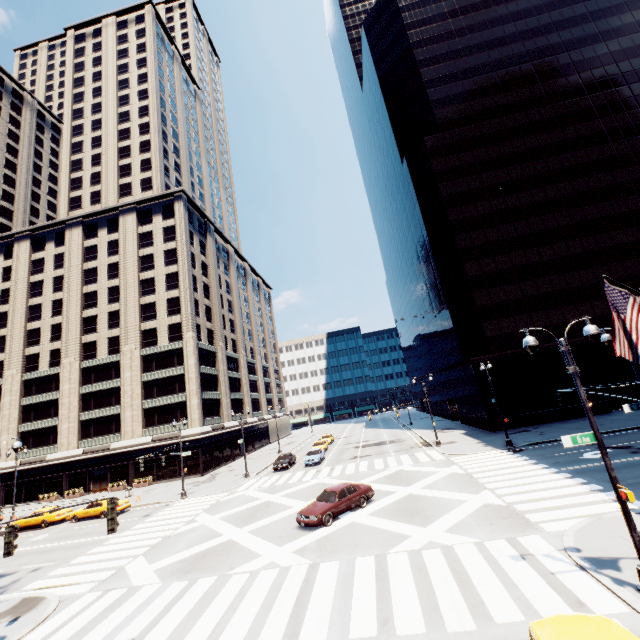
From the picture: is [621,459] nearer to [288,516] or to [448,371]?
[288,516]

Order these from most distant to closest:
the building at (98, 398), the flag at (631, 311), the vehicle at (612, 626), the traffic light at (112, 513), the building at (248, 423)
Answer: the building at (248, 423) < the building at (98, 398) < the traffic light at (112, 513) < the flag at (631, 311) < the vehicle at (612, 626)

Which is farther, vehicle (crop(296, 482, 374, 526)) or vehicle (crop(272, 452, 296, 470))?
vehicle (crop(272, 452, 296, 470))

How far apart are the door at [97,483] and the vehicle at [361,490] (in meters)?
39.07

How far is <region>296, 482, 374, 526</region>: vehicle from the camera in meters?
17.3 m

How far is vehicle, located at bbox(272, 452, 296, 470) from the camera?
36.2 meters

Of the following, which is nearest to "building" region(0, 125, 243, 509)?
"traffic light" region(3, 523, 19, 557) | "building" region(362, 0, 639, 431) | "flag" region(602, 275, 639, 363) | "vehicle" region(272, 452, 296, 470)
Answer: "vehicle" region(272, 452, 296, 470)

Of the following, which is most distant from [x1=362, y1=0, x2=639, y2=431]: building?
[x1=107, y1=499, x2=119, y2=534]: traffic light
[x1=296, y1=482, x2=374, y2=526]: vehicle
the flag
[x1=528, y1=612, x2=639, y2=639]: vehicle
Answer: [x1=107, y1=499, x2=119, y2=534]: traffic light
